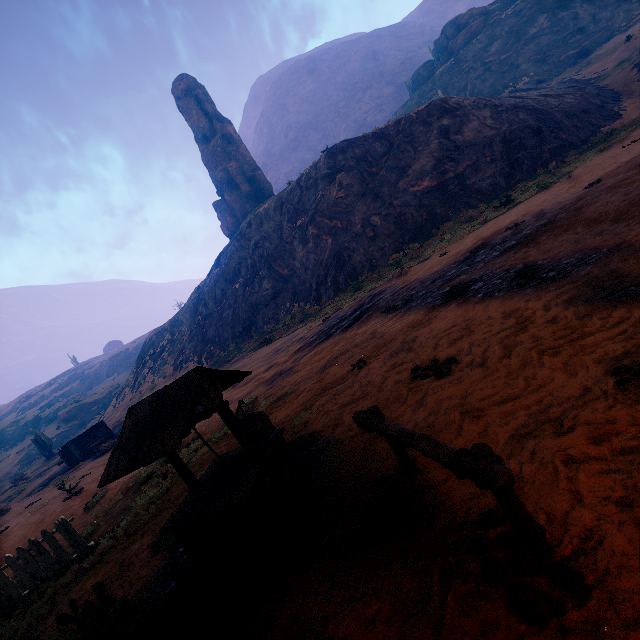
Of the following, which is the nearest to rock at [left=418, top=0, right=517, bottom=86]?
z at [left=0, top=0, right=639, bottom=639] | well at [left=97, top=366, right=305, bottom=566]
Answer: z at [left=0, top=0, right=639, bottom=639]

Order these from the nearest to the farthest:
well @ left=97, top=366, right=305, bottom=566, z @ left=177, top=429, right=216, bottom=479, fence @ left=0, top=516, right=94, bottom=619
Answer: well @ left=97, top=366, right=305, bottom=566 < fence @ left=0, top=516, right=94, bottom=619 < z @ left=177, top=429, right=216, bottom=479

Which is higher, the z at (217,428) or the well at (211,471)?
the well at (211,471)

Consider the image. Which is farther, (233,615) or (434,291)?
(434,291)

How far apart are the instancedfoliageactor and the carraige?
36.3m

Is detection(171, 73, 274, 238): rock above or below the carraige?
above

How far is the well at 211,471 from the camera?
3.8 meters

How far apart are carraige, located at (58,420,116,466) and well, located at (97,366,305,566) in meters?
25.4
